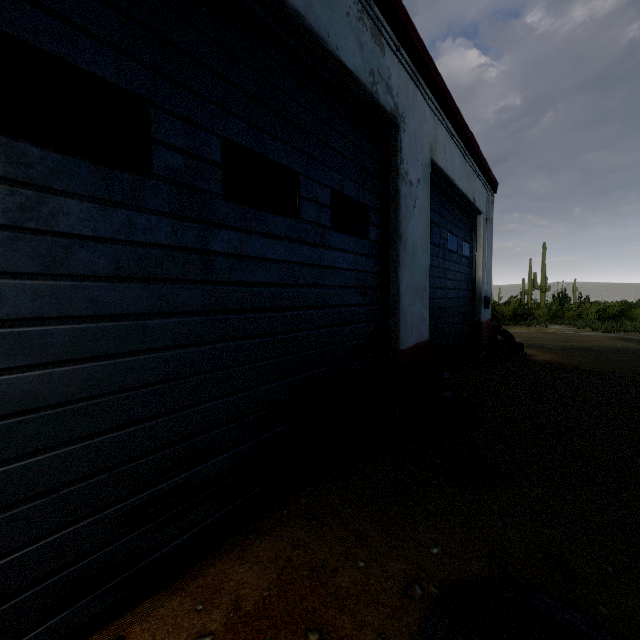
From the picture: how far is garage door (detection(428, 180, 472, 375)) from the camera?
4.9m

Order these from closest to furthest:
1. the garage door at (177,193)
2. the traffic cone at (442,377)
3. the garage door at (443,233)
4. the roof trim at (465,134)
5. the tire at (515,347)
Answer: the garage door at (177,193) → the roof trim at (465,134) → the traffic cone at (442,377) → the garage door at (443,233) → the tire at (515,347)

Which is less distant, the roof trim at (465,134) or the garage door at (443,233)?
the roof trim at (465,134)

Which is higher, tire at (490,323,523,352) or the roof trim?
the roof trim

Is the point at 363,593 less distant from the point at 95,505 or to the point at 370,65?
the point at 95,505

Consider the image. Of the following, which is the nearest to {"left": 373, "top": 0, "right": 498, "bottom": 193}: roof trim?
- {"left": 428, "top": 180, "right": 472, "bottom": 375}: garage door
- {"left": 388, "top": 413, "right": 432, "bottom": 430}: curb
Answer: {"left": 428, "top": 180, "right": 472, "bottom": 375}: garage door

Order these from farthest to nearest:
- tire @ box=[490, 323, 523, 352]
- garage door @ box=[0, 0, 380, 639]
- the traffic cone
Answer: tire @ box=[490, 323, 523, 352] → the traffic cone → garage door @ box=[0, 0, 380, 639]

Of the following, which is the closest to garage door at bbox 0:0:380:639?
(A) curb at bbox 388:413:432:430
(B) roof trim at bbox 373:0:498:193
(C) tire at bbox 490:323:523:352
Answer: (A) curb at bbox 388:413:432:430
